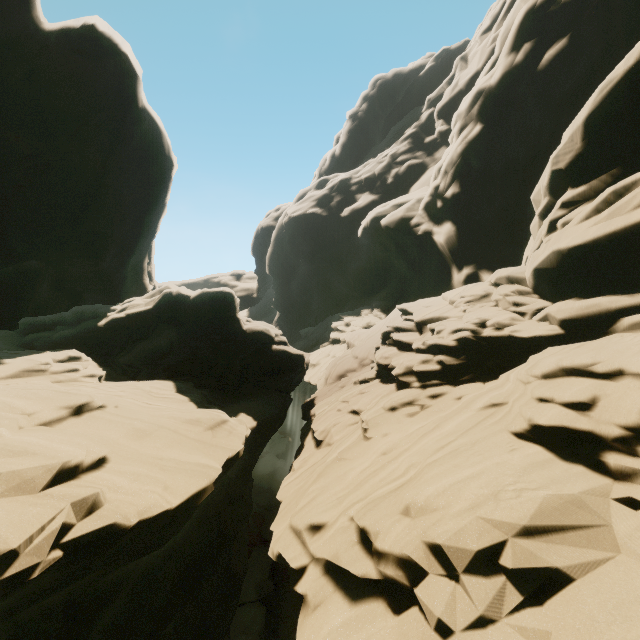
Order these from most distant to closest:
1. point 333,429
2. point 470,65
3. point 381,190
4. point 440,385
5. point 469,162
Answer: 1. point 381,190
2. point 470,65
3. point 469,162
4. point 333,429
5. point 440,385
